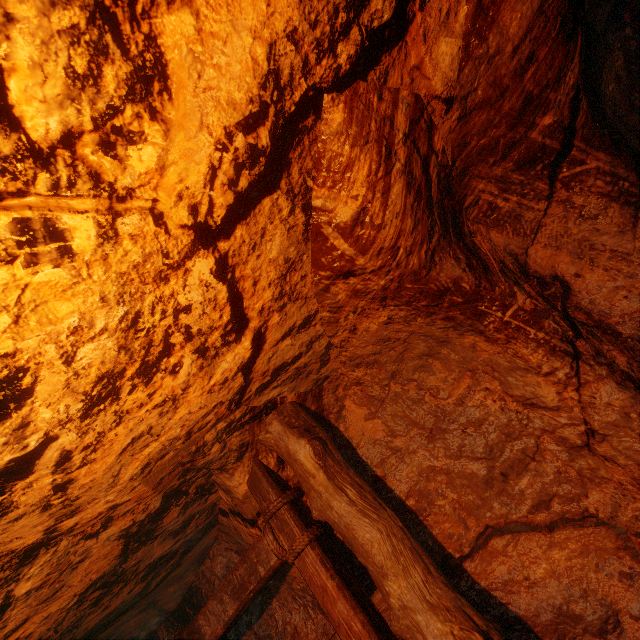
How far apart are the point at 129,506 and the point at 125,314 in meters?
1.5 m
